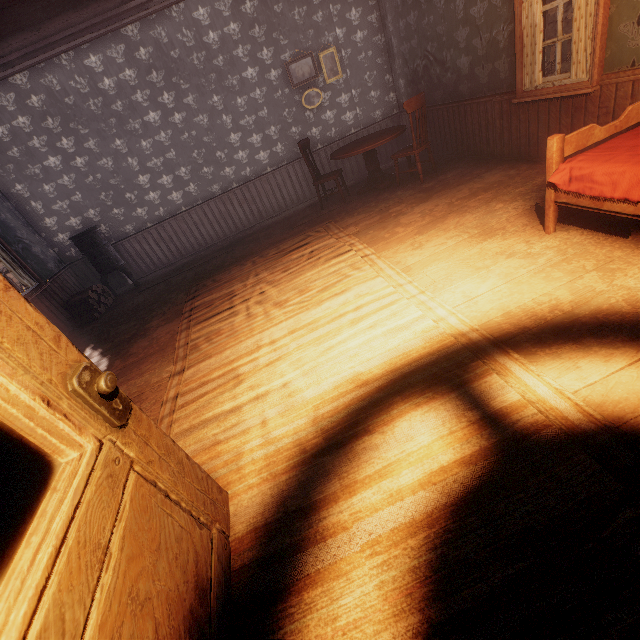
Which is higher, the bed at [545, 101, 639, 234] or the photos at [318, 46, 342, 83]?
the photos at [318, 46, 342, 83]

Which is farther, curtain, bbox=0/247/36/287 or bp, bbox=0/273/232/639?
curtain, bbox=0/247/36/287

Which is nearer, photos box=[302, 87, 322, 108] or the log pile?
the log pile

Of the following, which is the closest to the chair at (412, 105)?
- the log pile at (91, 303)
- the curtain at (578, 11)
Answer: the curtain at (578, 11)

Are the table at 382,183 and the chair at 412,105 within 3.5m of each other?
yes

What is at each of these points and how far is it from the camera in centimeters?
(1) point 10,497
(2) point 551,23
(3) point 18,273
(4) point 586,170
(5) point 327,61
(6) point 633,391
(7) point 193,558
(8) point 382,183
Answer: (1) building, 270cm
(2) z, 1381cm
(3) curtain, 535cm
(4) bed, 237cm
(5) photos, 622cm
(6) building, 160cm
(7) bp, 136cm
(8) table, 590cm

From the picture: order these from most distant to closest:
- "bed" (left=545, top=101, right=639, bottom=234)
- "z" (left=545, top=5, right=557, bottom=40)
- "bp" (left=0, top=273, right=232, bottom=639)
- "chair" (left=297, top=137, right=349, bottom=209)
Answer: "z" (left=545, top=5, right=557, bottom=40)
"chair" (left=297, top=137, right=349, bottom=209)
"bed" (left=545, top=101, right=639, bottom=234)
"bp" (left=0, top=273, right=232, bottom=639)

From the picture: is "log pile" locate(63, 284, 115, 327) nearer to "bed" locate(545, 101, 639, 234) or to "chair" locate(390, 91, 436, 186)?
"chair" locate(390, 91, 436, 186)
